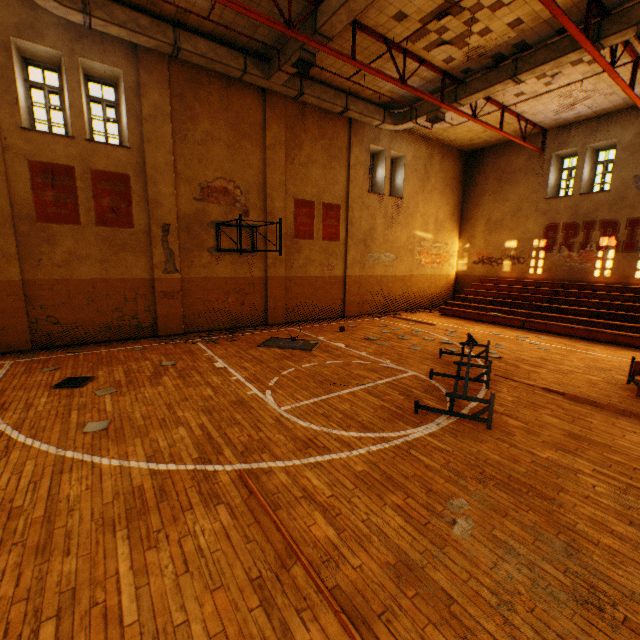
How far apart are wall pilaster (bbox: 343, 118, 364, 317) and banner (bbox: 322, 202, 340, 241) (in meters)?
0.32

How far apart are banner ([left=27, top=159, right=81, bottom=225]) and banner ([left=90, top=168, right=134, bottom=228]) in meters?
0.3 m

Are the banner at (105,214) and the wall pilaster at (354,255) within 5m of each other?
no

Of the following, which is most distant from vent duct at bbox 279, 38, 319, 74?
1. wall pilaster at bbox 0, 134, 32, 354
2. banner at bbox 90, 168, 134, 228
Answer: banner at bbox 90, 168, 134, 228

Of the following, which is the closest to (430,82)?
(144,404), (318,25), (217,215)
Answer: (318,25)

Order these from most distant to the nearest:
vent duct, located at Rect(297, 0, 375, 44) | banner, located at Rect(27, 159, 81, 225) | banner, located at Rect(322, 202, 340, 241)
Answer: banner, located at Rect(322, 202, 340, 241)
banner, located at Rect(27, 159, 81, 225)
vent duct, located at Rect(297, 0, 375, 44)

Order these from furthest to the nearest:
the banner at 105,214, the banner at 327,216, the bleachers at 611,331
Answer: the banner at 327,216 → the bleachers at 611,331 → the banner at 105,214

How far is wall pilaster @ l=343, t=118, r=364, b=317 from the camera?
14.0m
